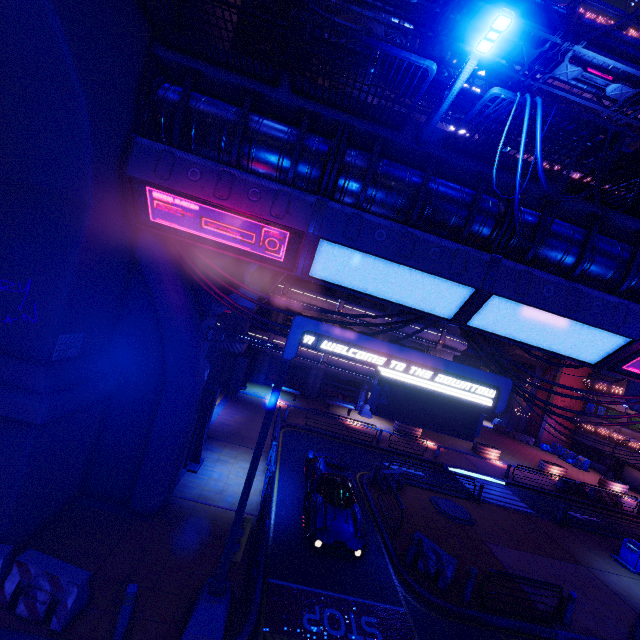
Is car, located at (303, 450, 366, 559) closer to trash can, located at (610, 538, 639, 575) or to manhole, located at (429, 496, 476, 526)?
manhole, located at (429, 496, 476, 526)

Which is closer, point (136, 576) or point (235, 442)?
point (136, 576)

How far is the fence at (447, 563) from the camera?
10.5m

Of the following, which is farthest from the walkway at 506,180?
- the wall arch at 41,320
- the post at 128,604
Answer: the post at 128,604

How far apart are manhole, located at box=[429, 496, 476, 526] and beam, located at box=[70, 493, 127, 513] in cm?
1328

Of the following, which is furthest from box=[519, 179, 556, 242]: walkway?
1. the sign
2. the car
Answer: the car

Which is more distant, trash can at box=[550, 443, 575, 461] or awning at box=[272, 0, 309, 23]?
trash can at box=[550, 443, 575, 461]

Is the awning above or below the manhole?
above
